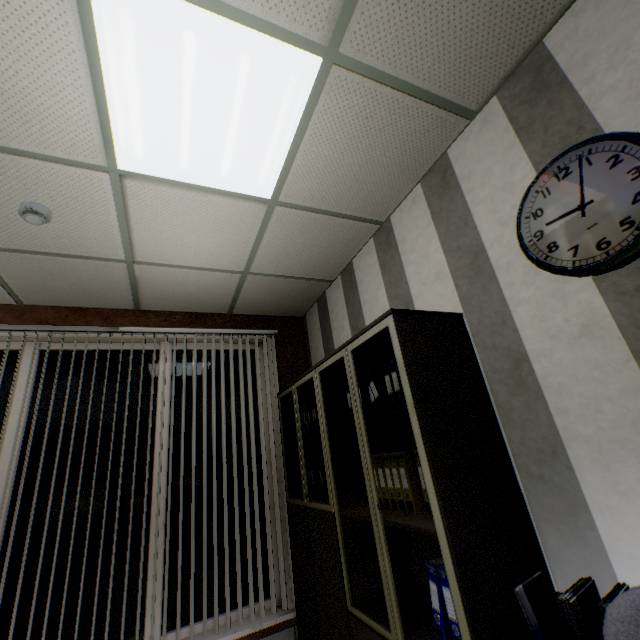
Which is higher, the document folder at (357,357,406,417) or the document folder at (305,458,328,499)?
the document folder at (357,357,406,417)

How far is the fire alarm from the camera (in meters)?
2.05

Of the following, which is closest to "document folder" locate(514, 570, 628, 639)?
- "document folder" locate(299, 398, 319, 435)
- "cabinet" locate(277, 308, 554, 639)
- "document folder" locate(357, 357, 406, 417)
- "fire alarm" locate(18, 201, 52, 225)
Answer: "cabinet" locate(277, 308, 554, 639)

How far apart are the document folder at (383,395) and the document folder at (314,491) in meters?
0.8 m

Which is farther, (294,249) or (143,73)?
(294,249)

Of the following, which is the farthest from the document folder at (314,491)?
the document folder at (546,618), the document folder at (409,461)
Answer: the document folder at (546,618)

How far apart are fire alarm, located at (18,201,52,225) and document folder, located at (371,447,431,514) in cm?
274

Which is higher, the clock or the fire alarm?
the fire alarm
